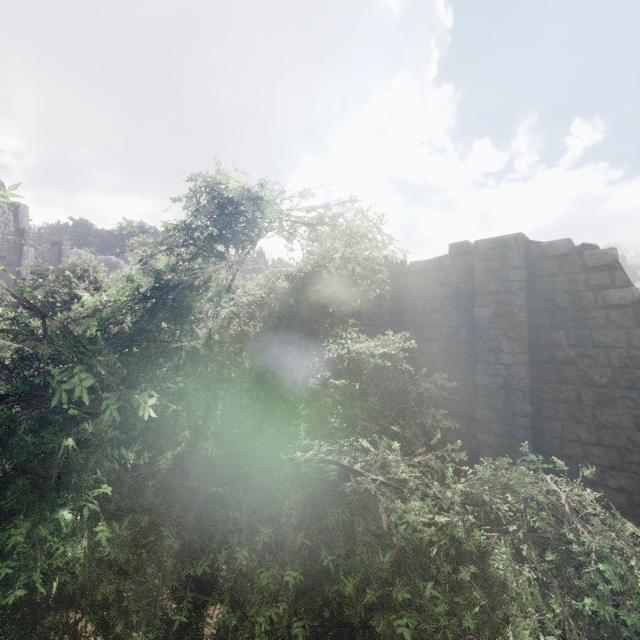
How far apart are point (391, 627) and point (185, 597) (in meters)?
1.70

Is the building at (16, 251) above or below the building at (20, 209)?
below

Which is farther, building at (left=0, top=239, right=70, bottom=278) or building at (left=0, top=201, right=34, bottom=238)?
building at (left=0, top=239, right=70, bottom=278)

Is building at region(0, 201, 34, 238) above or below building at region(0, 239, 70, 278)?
above

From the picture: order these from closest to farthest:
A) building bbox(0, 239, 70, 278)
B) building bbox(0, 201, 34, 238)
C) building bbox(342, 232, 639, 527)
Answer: building bbox(342, 232, 639, 527)
building bbox(0, 201, 34, 238)
building bbox(0, 239, 70, 278)

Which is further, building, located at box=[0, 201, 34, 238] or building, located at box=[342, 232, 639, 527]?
building, located at box=[0, 201, 34, 238]

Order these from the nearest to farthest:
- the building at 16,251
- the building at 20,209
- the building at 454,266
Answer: the building at 454,266, the building at 20,209, the building at 16,251
